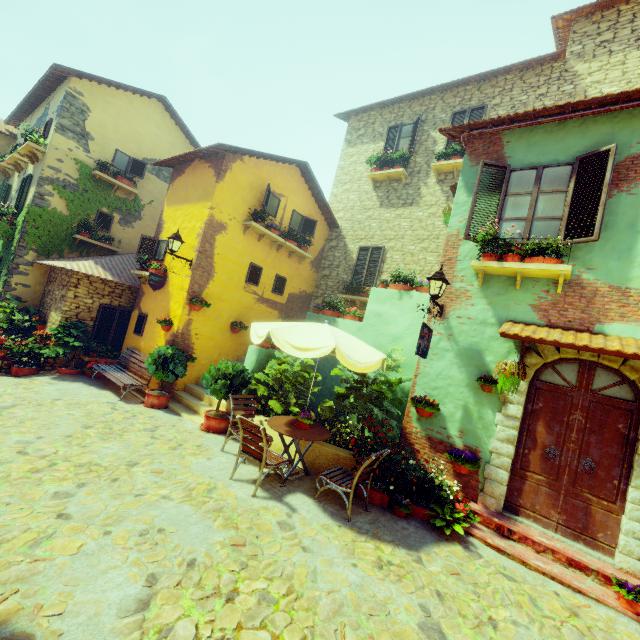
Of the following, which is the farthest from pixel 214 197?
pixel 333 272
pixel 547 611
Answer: pixel 547 611

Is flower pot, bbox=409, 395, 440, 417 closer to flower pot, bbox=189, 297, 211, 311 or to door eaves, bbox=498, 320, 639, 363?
door eaves, bbox=498, 320, 639, 363

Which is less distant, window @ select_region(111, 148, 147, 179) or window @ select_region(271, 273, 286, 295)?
window @ select_region(271, 273, 286, 295)

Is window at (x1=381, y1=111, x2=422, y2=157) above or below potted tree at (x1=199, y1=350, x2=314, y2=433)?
above

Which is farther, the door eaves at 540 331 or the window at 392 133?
the window at 392 133

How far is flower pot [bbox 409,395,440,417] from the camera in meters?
6.2 m

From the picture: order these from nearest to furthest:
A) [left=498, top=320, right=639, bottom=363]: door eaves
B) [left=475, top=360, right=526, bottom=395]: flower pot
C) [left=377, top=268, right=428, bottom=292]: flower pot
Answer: [left=498, top=320, right=639, bottom=363]: door eaves
[left=475, top=360, right=526, bottom=395]: flower pot
[left=377, top=268, right=428, bottom=292]: flower pot

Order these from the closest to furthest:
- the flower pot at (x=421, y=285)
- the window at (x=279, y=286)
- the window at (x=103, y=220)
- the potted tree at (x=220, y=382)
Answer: the potted tree at (x=220, y=382) → the flower pot at (x=421, y=285) → the window at (x=279, y=286) → the window at (x=103, y=220)
